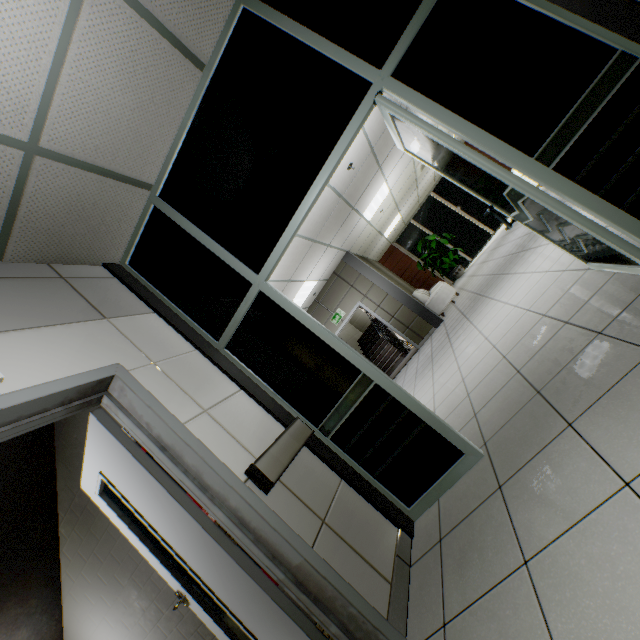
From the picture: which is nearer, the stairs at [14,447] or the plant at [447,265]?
the stairs at [14,447]

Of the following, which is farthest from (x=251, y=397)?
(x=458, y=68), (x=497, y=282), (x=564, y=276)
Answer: (x=497, y=282)

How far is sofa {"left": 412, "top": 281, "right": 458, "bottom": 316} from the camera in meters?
9.0

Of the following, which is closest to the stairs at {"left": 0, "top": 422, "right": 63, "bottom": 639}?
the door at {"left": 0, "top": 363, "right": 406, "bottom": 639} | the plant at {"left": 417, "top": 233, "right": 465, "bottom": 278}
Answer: the door at {"left": 0, "top": 363, "right": 406, "bottom": 639}

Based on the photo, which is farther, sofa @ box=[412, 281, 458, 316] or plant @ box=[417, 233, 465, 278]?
plant @ box=[417, 233, 465, 278]

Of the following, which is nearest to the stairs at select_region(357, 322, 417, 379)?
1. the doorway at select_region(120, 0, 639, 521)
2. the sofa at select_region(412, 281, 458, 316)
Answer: the sofa at select_region(412, 281, 458, 316)

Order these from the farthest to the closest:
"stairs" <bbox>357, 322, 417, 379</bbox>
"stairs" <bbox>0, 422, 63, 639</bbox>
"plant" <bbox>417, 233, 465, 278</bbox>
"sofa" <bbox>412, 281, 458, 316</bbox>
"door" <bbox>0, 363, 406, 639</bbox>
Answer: "plant" <bbox>417, 233, 465, 278</bbox> < "stairs" <bbox>357, 322, 417, 379</bbox> < "sofa" <bbox>412, 281, 458, 316</bbox> < "stairs" <bbox>0, 422, 63, 639</bbox> < "door" <bbox>0, 363, 406, 639</bbox>

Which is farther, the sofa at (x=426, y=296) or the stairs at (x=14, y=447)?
the sofa at (x=426, y=296)
